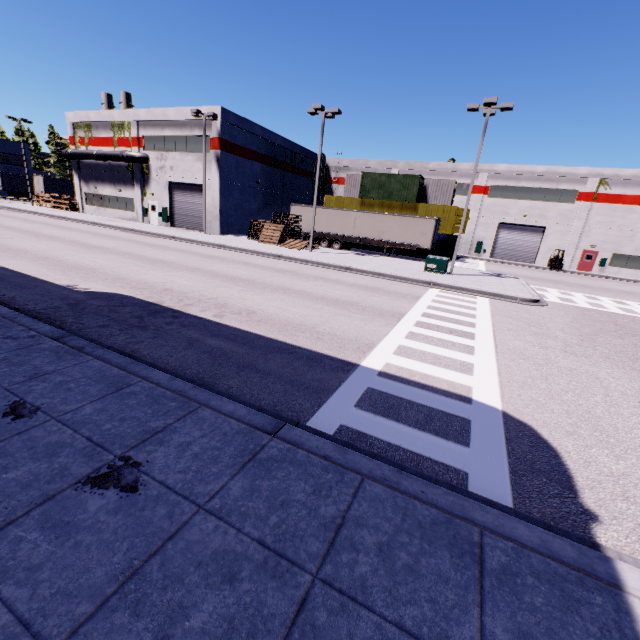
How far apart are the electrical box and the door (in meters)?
25.97

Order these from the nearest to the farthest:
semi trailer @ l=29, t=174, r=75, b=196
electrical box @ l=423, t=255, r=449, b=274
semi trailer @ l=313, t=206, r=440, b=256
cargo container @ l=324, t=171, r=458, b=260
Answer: electrical box @ l=423, t=255, r=449, b=274, semi trailer @ l=313, t=206, r=440, b=256, cargo container @ l=324, t=171, r=458, b=260, semi trailer @ l=29, t=174, r=75, b=196

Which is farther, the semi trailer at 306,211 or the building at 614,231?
the building at 614,231

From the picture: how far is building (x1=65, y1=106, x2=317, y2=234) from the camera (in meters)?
30.09

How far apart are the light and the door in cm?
2631

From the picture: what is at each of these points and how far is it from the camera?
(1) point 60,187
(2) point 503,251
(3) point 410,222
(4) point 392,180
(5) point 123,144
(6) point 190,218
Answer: (1) semi trailer, 47.6 meters
(2) roll-up door, 40.6 meters
(3) semi trailer, 29.8 meters
(4) cargo container, 33.8 meters
(5) building, 34.4 meters
(6) roll-up door, 33.1 meters

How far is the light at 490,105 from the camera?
17.8m

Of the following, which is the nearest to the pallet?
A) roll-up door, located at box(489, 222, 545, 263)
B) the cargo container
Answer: the cargo container
